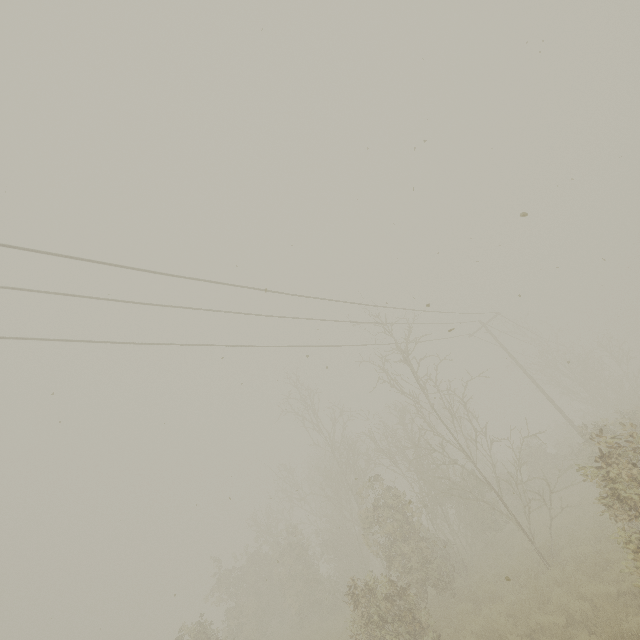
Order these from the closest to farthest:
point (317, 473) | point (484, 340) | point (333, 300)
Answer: point (333, 300) < point (317, 473) < point (484, 340)
